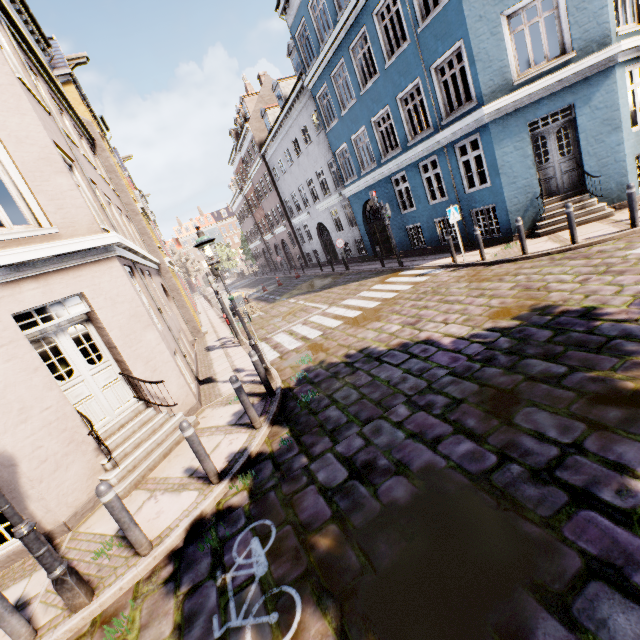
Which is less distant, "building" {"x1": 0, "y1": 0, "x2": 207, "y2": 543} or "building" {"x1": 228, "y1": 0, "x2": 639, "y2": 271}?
"building" {"x1": 0, "y1": 0, "x2": 207, "y2": 543}

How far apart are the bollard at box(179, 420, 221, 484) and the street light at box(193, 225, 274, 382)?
2.9 meters

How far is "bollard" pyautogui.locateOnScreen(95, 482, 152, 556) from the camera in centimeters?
383cm

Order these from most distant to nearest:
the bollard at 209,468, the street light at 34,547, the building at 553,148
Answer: the building at 553,148 → the bollard at 209,468 → the street light at 34,547

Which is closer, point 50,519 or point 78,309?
point 50,519

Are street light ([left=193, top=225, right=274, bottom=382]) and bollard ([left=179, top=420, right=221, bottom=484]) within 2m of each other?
no

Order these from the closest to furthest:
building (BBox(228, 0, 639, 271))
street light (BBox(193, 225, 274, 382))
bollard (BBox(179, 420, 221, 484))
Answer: bollard (BBox(179, 420, 221, 484)) → street light (BBox(193, 225, 274, 382)) → building (BBox(228, 0, 639, 271))

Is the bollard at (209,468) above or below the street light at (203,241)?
below
